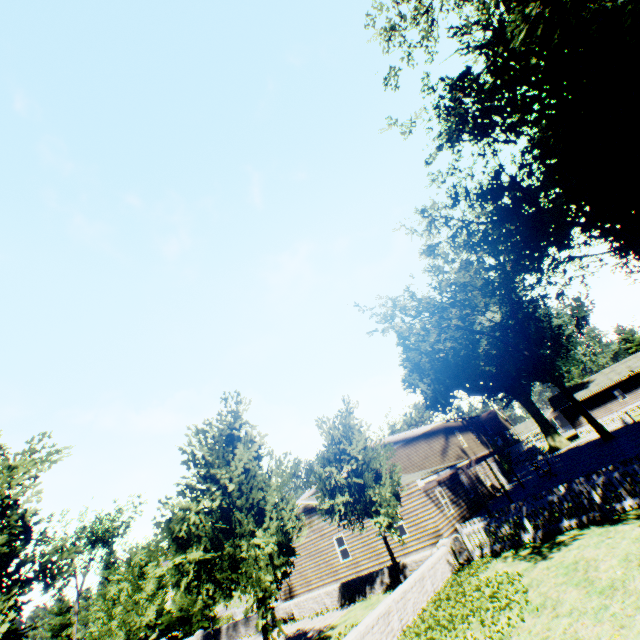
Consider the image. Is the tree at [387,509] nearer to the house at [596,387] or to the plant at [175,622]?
the plant at [175,622]

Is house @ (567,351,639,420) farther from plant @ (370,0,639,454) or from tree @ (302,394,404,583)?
tree @ (302,394,404,583)

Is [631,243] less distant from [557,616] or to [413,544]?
[557,616]

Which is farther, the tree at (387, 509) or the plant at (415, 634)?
the tree at (387, 509)
